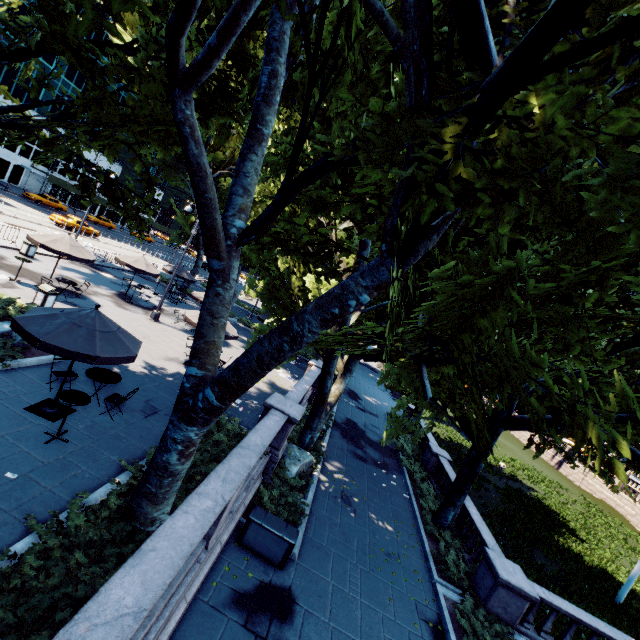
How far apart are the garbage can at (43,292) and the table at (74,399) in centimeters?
863cm

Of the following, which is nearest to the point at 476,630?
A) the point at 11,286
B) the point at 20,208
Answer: the point at 11,286

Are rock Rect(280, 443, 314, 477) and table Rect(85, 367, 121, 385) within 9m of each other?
yes

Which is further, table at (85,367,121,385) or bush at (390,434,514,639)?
bush at (390,434,514,639)

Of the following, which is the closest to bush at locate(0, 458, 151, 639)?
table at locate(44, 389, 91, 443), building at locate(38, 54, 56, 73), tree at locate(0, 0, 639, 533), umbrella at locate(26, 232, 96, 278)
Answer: tree at locate(0, 0, 639, 533)

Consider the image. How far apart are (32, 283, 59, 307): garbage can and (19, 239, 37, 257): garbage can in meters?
8.2

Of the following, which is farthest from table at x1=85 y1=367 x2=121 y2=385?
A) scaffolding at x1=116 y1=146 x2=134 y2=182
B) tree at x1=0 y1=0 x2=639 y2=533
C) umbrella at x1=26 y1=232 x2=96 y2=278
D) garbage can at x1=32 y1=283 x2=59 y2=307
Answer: scaffolding at x1=116 y1=146 x2=134 y2=182

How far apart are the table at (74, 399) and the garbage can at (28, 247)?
17.6 meters
